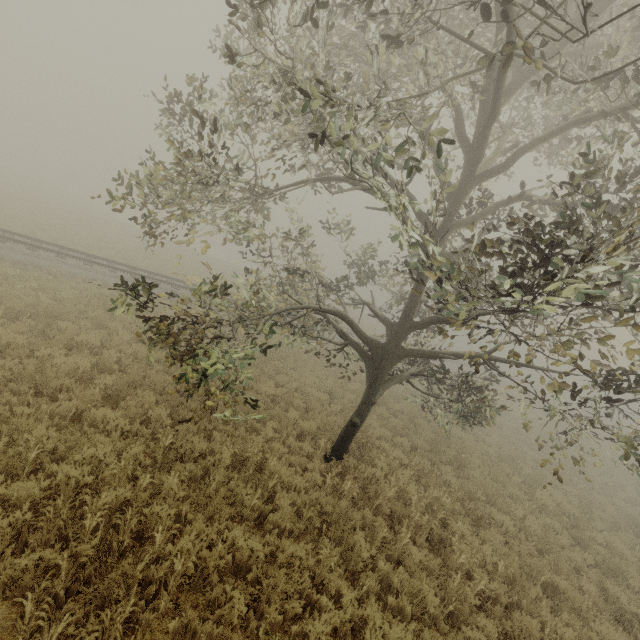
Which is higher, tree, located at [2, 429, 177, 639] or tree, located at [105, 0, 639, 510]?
tree, located at [105, 0, 639, 510]

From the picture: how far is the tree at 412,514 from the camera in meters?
6.3 m

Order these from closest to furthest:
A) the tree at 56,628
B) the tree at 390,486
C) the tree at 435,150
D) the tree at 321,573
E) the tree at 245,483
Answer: the tree at 56,628
the tree at 435,150
the tree at 321,573
the tree at 245,483
the tree at 390,486

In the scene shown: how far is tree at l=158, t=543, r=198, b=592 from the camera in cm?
450

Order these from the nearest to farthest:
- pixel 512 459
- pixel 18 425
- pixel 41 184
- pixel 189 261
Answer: pixel 18 425 < pixel 512 459 < pixel 189 261 < pixel 41 184

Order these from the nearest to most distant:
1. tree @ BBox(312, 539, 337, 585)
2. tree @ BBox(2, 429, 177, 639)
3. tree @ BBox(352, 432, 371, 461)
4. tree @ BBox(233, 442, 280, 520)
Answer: tree @ BBox(2, 429, 177, 639) < tree @ BBox(312, 539, 337, 585) < tree @ BBox(233, 442, 280, 520) < tree @ BBox(352, 432, 371, 461)
